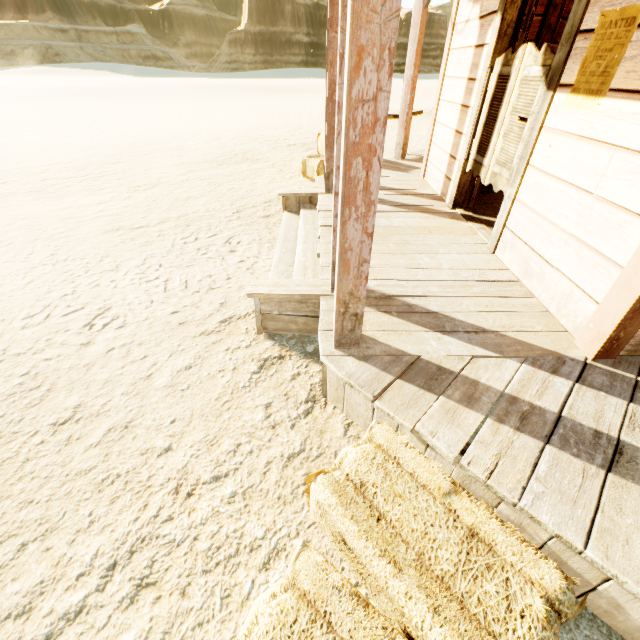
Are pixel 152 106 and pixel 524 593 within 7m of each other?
no

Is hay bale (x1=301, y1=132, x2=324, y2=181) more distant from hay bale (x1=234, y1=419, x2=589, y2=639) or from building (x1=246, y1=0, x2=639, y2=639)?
hay bale (x1=234, y1=419, x2=589, y2=639)

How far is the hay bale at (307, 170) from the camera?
6.38m

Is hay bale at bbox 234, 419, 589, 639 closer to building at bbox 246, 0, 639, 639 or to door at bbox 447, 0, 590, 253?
building at bbox 246, 0, 639, 639

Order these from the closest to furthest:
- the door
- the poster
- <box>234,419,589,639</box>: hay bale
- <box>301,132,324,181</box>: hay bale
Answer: <box>234,419,589,639</box>: hay bale < the poster < the door < <box>301,132,324,181</box>: hay bale

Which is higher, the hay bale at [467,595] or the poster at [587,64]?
the poster at [587,64]

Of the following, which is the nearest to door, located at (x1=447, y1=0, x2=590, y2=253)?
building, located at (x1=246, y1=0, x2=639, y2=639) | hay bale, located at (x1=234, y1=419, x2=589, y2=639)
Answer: building, located at (x1=246, y1=0, x2=639, y2=639)

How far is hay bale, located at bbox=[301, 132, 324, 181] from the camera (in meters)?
6.38
